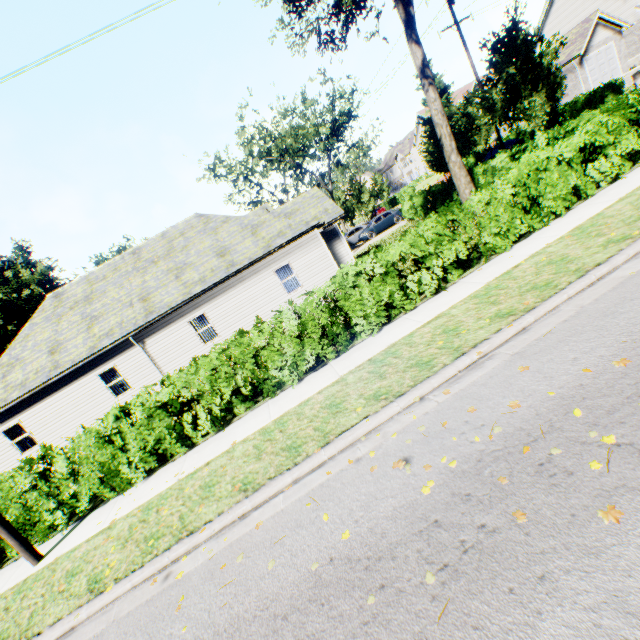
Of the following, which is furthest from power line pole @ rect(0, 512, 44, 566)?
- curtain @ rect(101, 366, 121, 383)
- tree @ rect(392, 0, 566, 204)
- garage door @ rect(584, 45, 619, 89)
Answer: garage door @ rect(584, 45, 619, 89)

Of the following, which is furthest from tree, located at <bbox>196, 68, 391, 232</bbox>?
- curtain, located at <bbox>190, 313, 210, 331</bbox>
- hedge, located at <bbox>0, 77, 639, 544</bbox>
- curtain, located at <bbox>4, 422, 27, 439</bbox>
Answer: curtain, located at <bbox>4, 422, 27, 439</bbox>

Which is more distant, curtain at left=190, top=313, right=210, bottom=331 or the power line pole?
curtain at left=190, top=313, right=210, bottom=331

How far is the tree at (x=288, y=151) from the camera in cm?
3219

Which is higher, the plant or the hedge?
the plant

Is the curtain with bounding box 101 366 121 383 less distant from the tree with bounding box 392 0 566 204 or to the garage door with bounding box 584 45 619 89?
the tree with bounding box 392 0 566 204

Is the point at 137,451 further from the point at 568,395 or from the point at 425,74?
the point at 425,74

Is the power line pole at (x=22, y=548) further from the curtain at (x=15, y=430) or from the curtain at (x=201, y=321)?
the curtain at (x=15, y=430)
